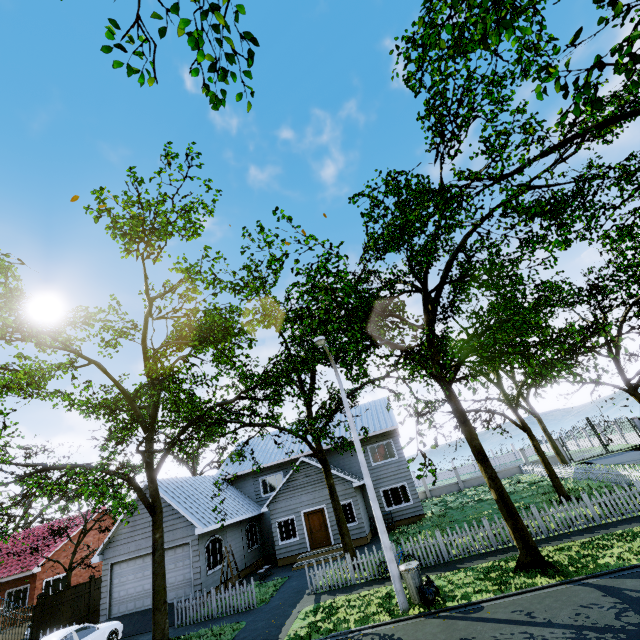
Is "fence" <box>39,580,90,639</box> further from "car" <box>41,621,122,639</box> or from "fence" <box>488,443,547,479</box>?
"car" <box>41,621,122,639</box>

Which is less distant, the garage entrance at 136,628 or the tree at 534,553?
→ the tree at 534,553

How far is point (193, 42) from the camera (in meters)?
2.95

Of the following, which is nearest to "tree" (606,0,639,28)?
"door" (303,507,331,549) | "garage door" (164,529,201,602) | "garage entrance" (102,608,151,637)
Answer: "garage door" (164,529,201,602)

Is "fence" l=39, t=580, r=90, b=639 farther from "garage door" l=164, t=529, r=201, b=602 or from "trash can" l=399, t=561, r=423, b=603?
"trash can" l=399, t=561, r=423, b=603

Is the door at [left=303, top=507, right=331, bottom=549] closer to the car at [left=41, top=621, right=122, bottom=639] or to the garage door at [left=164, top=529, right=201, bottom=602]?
the garage door at [left=164, top=529, right=201, bottom=602]

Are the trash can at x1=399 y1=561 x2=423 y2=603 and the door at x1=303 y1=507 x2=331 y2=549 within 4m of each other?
no

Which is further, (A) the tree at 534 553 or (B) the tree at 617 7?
(A) the tree at 534 553
